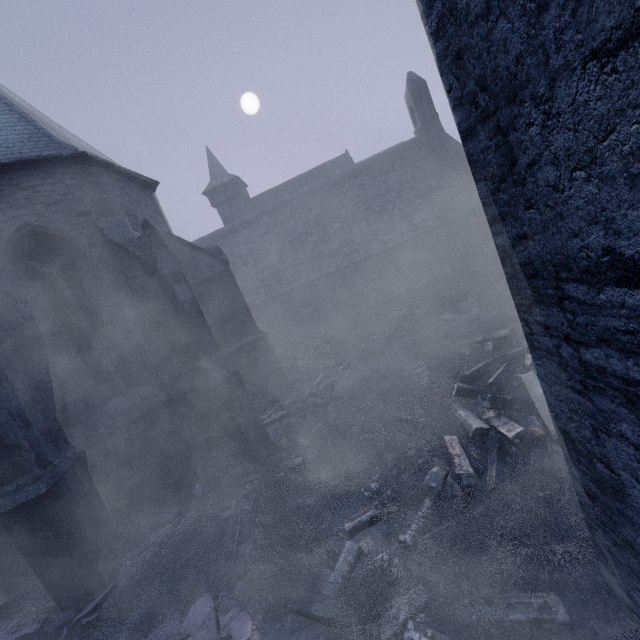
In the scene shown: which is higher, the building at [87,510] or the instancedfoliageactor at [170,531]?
the building at [87,510]

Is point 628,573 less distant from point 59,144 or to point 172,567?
point 172,567

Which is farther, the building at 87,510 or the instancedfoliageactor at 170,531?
the instancedfoliageactor at 170,531

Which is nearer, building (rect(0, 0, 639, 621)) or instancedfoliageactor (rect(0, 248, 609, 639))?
building (rect(0, 0, 639, 621))

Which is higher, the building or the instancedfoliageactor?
the building
